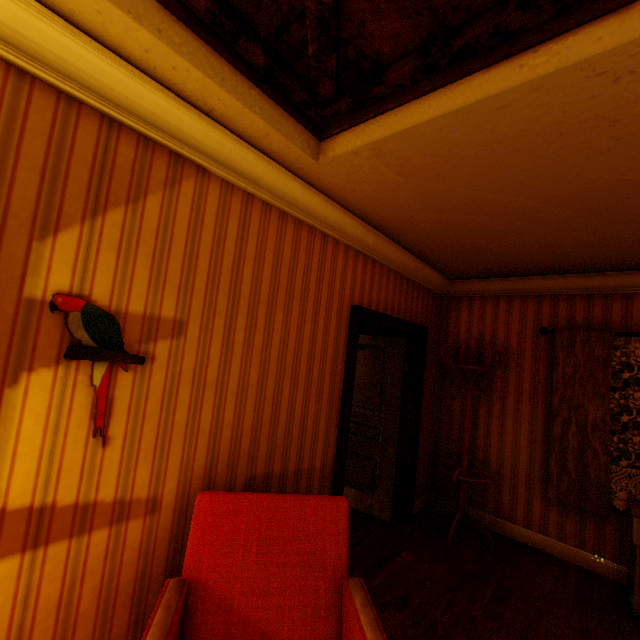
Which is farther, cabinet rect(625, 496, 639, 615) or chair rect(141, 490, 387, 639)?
cabinet rect(625, 496, 639, 615)

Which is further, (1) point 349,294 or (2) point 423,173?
(1) point 349,294

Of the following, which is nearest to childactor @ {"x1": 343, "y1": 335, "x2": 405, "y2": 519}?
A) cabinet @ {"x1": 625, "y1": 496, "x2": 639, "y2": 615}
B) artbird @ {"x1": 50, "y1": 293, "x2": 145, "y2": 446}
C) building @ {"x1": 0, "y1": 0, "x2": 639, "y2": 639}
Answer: building @ {"x1": 0, "y1": 0, "x2": 639, "y2": 639}

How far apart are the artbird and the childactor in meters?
3.2 m

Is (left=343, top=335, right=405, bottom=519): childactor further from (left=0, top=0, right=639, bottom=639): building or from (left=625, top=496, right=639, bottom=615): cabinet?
(left=625, top=496, right=639, bottom=615): cabinet

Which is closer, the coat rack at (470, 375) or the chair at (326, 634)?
the chair at (326, 634)

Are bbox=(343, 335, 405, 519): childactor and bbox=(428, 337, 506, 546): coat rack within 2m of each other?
yes

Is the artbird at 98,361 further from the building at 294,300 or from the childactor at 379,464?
the childactor at 379,464
